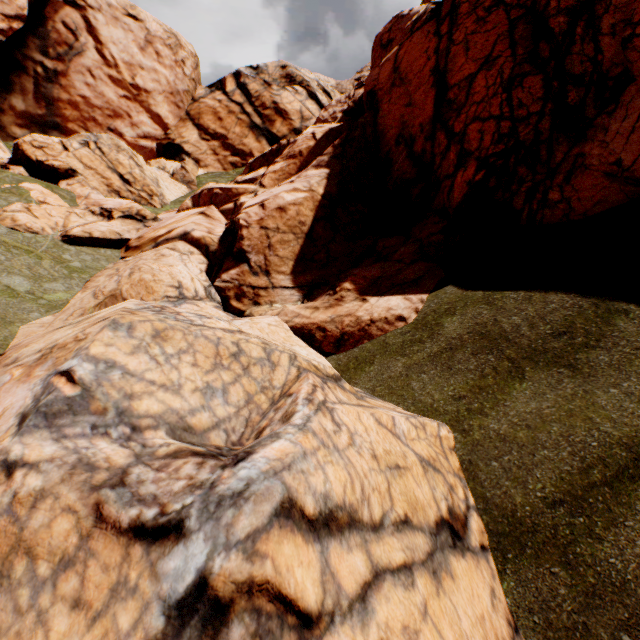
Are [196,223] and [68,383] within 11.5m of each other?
no
